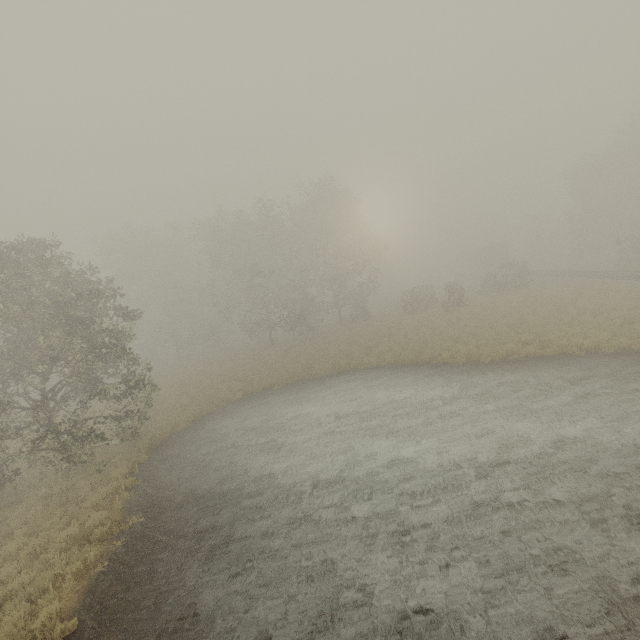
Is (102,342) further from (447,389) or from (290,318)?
(290,318)

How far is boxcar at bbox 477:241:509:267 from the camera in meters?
54.5 m

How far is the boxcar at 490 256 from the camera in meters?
54.5 m
